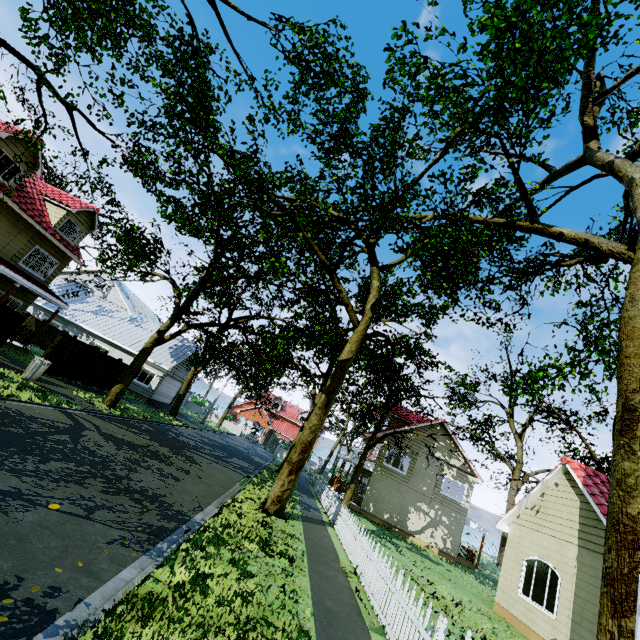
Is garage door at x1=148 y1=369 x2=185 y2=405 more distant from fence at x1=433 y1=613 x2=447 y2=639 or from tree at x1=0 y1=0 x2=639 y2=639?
fence at x1=433 y1=613 x2=447 y2=639

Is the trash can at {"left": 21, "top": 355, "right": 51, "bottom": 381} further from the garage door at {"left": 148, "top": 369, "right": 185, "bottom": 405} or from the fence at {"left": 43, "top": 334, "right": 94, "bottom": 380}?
the garage door at {"left": 148, "top": 369, "right": 185, "bottom": 405}

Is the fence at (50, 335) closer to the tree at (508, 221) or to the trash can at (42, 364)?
the tree at (508, 221)

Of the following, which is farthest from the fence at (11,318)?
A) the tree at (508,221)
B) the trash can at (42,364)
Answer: the trash can at (42,364)

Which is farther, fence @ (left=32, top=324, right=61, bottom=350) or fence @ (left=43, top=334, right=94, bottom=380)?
fence @ (left=32, top=324, right=61, bottom=350)

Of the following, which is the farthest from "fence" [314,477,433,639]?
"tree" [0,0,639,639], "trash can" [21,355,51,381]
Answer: "trash can" [21,355,51,381]

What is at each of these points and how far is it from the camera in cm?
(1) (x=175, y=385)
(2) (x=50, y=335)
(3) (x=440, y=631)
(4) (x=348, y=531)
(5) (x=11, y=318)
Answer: (1) garage door, 3175
(2) fence, 2458
(3) fence, 501
(4) fence, 1209
(5) fence, 1342

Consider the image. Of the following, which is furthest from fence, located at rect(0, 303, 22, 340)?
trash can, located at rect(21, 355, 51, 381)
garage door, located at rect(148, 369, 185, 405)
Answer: garage door, located at rect(148, 369, 185, 405)
